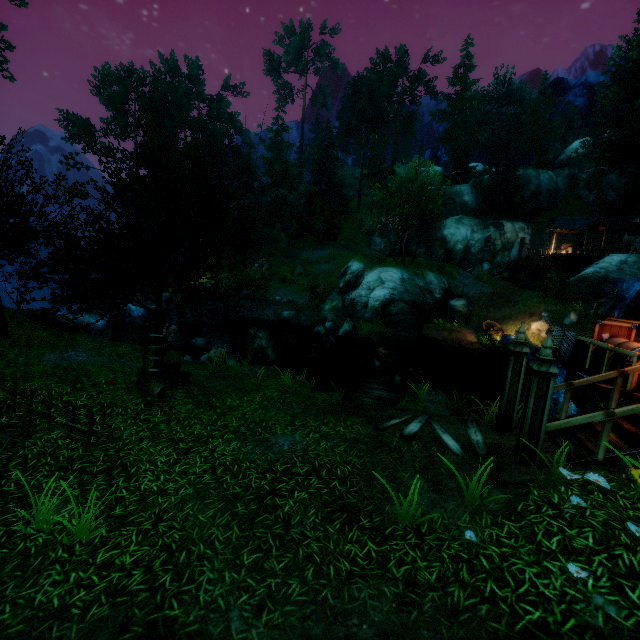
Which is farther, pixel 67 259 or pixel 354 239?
pixel 354 239

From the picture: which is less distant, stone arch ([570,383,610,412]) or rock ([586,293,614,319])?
stone arch ([570,383,610,412])

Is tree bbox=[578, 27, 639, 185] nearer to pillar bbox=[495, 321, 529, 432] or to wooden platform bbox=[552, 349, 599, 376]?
pillar bbox=[495, 321, 529, 432]

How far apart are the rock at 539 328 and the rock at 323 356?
15.50m

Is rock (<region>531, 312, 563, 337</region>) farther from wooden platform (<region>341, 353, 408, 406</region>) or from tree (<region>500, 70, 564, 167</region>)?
wooden platform (<region>341, 353, 408, 406</region>)

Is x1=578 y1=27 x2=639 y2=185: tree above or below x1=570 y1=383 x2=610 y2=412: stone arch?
above

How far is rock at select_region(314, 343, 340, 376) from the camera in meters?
17.5 m

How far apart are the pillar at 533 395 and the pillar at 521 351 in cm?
125
